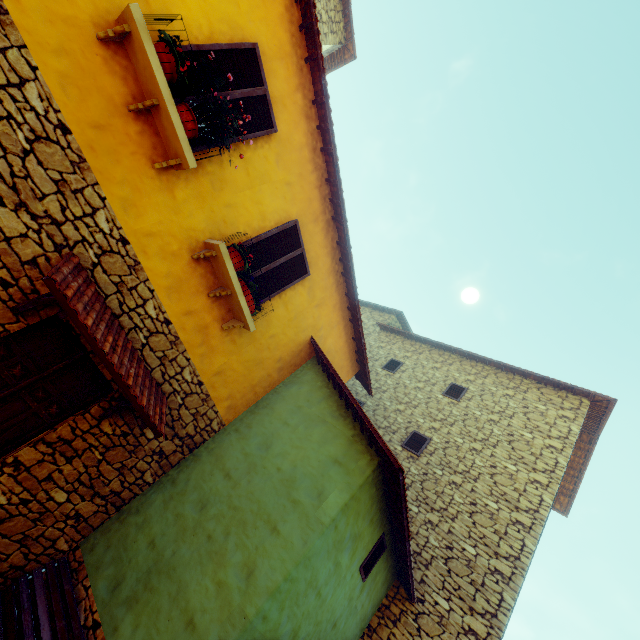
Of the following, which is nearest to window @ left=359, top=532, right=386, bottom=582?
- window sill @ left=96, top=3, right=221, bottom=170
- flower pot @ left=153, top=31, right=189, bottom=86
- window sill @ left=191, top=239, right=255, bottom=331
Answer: window sill @ left=191, top=239, right=255, bottom=331

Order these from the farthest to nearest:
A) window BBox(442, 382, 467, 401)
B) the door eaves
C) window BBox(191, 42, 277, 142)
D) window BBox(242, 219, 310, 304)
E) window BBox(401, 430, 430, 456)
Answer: window BBox(442, 382, 467, 401)
window BBox(401, 430, 430, 456)
window BBox(242, 219, 310, 304)
window BBox(191, 42, 277, 142)
the door eaves

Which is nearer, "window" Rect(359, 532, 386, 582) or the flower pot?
the flower pot

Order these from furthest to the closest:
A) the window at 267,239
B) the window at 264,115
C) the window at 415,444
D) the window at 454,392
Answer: the window at 454,392 → the window at 415,444 → the window at 267,239 → the window at 264,115

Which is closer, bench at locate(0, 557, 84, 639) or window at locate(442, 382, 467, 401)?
bench at locate(0, 557, 84, 639)

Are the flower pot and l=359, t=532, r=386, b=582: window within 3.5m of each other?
no

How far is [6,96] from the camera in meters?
3.1

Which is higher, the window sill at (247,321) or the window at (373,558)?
the window sill at (247,321)
